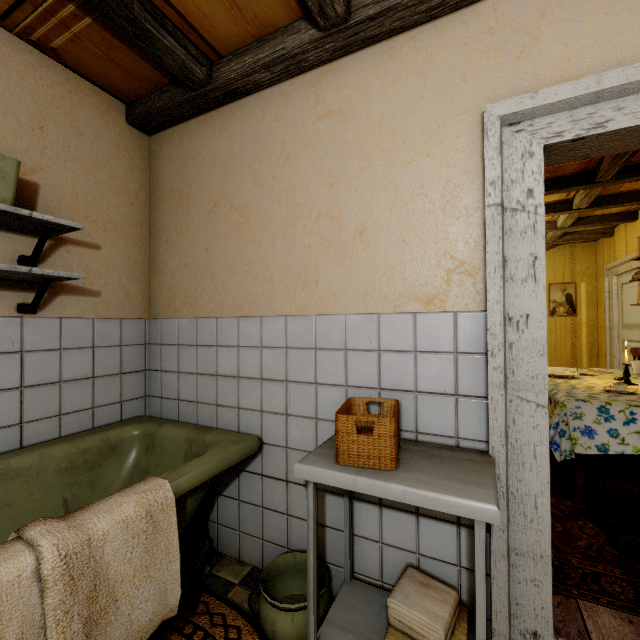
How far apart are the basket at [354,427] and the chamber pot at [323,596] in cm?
71

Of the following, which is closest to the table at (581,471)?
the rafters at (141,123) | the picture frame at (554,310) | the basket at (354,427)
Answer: the basket at (354,427)

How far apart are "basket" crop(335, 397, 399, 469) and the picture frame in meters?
6.3 m

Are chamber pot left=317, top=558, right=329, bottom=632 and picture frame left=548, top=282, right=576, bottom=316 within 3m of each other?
no

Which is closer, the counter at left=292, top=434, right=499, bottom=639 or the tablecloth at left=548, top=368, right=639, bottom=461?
the counter at left=292, top=434, right=499, bottom=639

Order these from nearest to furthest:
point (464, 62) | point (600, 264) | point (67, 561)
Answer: point (67, 561), point (464, 62), point (600, 264)

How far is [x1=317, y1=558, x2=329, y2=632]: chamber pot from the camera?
1.4m

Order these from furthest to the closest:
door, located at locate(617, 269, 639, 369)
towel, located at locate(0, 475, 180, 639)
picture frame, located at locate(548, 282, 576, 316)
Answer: picture frame, located at locate(548, 282, 576, 316) < door, located at locate(617, 269, 639, 369) < towel, located at locate(0, 475, 180, 639)
